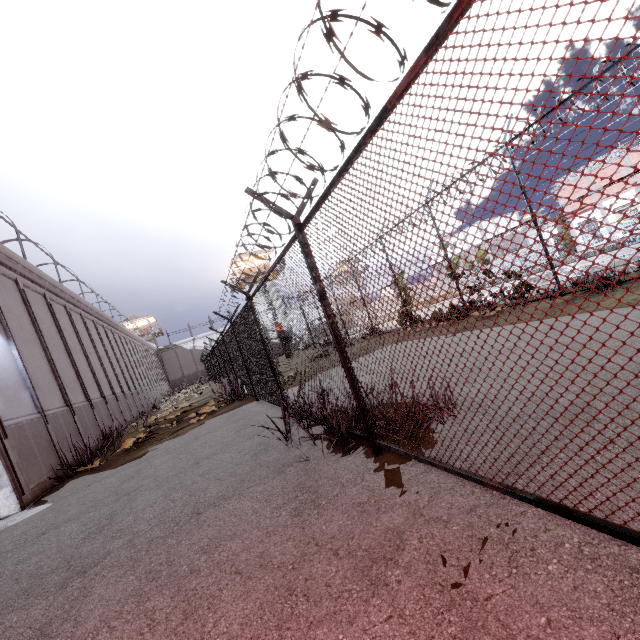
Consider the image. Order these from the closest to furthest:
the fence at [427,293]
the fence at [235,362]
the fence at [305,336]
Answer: the fence at [235,362] → the fence at [427,293] → the fence at [305,336]

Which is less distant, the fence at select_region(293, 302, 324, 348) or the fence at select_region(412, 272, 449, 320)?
the fence at select_region(412, 272, 449, 320)

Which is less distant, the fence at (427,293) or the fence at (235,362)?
the fence at (235,362)

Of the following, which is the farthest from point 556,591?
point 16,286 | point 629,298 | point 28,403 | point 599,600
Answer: point 16,286

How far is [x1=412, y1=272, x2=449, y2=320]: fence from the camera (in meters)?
2.18

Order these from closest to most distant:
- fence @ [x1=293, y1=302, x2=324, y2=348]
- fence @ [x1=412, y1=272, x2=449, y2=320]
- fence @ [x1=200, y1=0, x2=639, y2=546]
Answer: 1. fence @ [x1=200, y1=0, x2=639, y2=546]
2. fence @ [x1=412, y1=272, x2=449, y2=320]
3. fence @ [x1=293, y1=302, x2=324, y2=348]
